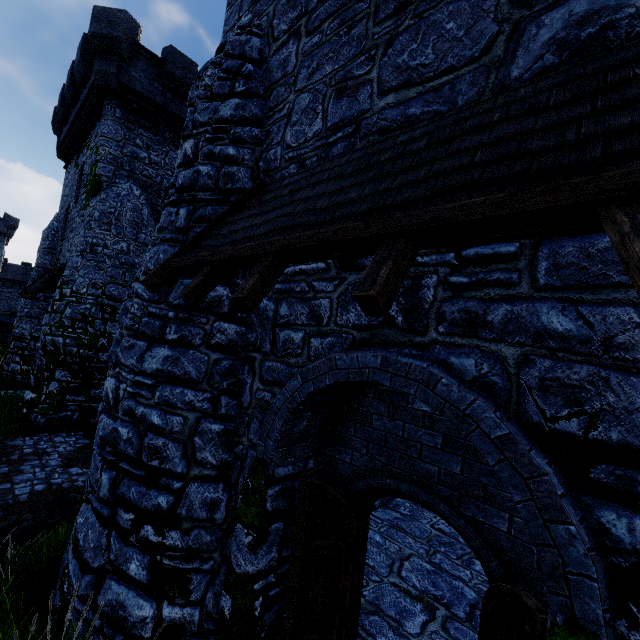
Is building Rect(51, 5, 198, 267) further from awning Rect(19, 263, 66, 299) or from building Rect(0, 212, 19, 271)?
building Rect(0, 212, 19, 271)

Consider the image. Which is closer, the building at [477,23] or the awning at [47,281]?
the building at [477,23]

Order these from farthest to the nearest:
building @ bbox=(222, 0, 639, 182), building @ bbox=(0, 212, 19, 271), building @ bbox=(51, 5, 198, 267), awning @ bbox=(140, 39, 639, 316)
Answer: building @ bbox=(0, 212, 19, 271)
building @ bbox=(51, 5, 198, 267)
building @ bbox=(222, 0, 639, 182)
awning @ bbox=(140, 39, 639, 316)

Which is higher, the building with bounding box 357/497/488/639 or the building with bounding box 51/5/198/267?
the building with bounding box 51/5/198/267

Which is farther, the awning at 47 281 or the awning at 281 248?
the awning at 47 281

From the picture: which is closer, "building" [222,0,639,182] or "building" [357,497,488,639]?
"building" [222,0,639,182]

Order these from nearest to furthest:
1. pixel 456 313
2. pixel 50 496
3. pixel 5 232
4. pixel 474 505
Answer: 1. pixel 456 313
2. pixel 474 505
3. pixel 50 496
4. pixel 5 232

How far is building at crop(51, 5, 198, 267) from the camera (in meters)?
13.41
